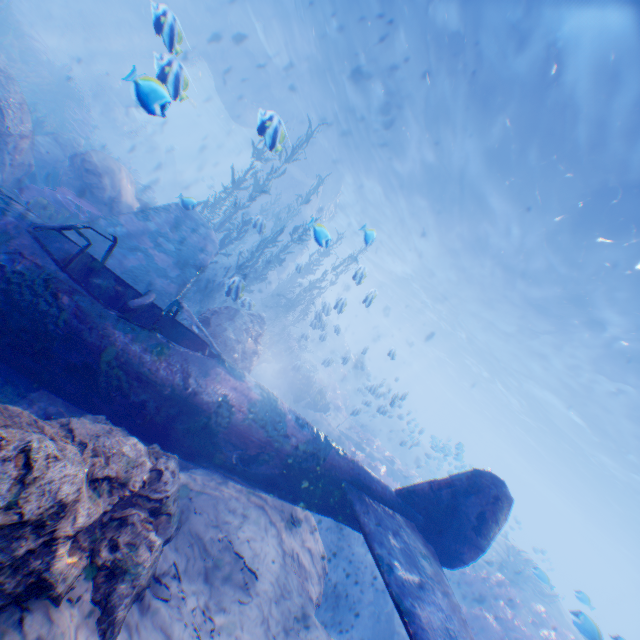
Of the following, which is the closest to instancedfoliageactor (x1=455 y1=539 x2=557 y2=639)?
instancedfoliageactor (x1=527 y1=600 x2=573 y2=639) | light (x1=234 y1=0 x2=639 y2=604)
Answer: instancedfoliageactor (x1=527 y1=600 x2=573 y2=639)

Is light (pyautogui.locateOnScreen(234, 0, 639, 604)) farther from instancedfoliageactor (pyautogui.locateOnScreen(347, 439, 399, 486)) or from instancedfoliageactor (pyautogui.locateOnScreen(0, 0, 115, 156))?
instancedfoliageactor (pyautogui.locateOnScreen(347, 439, 399, 486))

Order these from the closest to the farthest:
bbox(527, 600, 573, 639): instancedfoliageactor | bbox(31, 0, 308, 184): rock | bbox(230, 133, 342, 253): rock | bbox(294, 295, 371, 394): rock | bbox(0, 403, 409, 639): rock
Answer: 1. bbox(0, 403, 409, 639): rock
2. bbox(294, 295, 371, 394): rock
3. bbox(527, 600, 573, 639): instancedfoliageactor
4. bbox(31, 0, 308, 184): rock
5. bbox(230, 133, 342, 253): rock

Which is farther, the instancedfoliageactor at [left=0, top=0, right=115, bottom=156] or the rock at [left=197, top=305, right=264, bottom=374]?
the instancedfoliageactor at [left=0, top=0, right=115, bottom=156]

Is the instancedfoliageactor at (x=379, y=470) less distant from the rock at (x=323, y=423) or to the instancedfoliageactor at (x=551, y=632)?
the rock at (x=323, y=423)

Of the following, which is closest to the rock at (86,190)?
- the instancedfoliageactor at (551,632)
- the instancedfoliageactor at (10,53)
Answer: the instancedfoliageactor at (10,53)

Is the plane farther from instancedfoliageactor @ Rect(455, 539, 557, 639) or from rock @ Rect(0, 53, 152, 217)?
instancedfoliageactor @ Rect(455, 539, 557, 639)

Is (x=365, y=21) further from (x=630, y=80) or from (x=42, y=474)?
(x=42, y=474)
